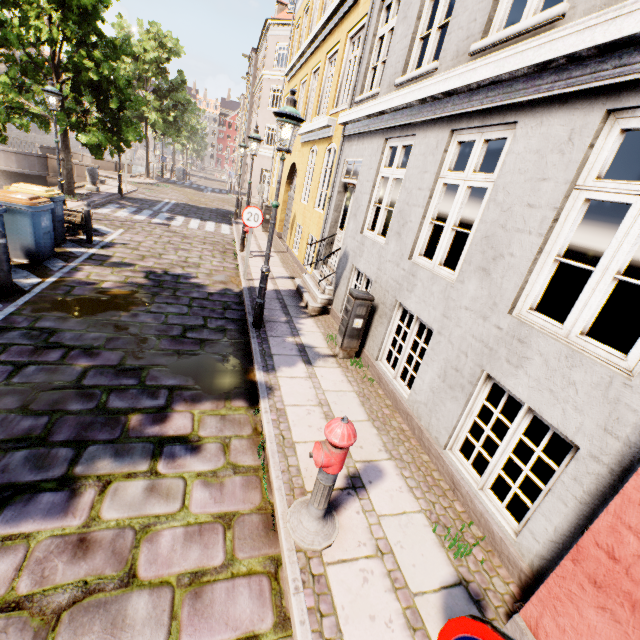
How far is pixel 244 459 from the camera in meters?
3.6

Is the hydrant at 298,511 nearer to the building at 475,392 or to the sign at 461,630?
the sign at 461,630

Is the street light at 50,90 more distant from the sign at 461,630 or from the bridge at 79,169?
the sign at 461,630

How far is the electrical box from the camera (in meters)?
5.48

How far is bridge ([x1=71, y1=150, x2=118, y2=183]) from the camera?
18.0m

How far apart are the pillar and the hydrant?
18.8m

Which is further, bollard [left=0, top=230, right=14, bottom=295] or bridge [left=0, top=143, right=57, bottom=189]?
bridge [left=0, top=143, right=57, bottom=189]

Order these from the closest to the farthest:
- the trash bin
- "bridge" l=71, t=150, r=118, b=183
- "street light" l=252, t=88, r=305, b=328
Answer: "street light" l=252, t=88, r=305, b=328
the trash bin
"bridge" l=71, t=150, r=118, b=183
